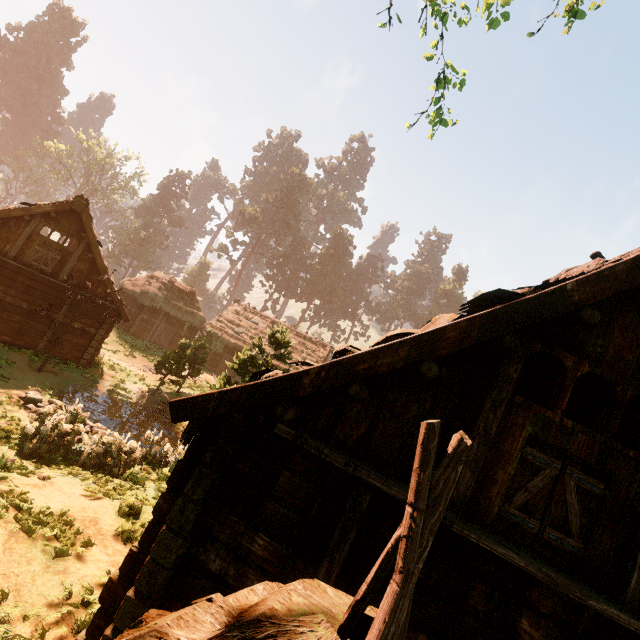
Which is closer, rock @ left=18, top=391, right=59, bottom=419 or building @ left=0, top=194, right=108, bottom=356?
rock @ left=18, top=391, right=59, bottom=419

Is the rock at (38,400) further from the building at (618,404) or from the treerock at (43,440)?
the building at (618,404)

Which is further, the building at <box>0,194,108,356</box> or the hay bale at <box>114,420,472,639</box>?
the building at <box>0,194,108,356</box>

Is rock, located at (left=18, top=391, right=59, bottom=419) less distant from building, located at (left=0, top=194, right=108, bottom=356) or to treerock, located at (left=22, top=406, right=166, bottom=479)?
treerock, located at (left=22, top=406, right=166, bottom=479)

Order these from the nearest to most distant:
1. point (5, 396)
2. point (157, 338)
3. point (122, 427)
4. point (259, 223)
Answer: point (5, 396) → point (122, 427) → point (157, 338) → point (259, 223)

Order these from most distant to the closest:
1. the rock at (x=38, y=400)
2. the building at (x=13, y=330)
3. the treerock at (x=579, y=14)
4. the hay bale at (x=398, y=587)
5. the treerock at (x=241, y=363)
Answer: the building at (x=13, y=330) < the treerock at (x=241, y=363) < the rock at (x=38, y=400) < the treerock at (x=579, y=14) < the hay bale at (x=398, y=587)

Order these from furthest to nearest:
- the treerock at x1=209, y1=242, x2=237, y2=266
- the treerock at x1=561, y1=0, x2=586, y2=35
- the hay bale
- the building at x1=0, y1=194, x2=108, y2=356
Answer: the treerock at x1=209, y1=242, x2=237, y2=266 < the building at x1=0, y1=194, x2=108, y2=356 < the treerock at x1=561, y1=0, x2=586, y2=35 < the hay bale

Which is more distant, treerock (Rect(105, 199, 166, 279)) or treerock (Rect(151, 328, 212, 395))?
treerock (Rect(105, 199, 166, 279))
